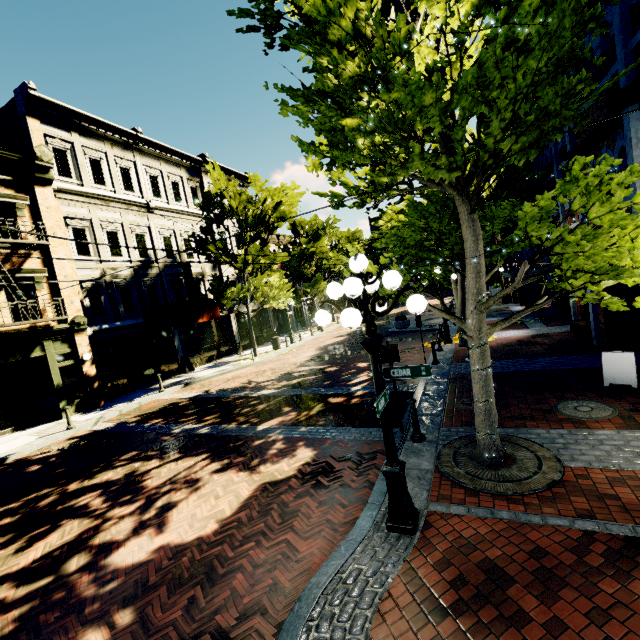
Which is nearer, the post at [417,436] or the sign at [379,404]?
the sign at [379,404]

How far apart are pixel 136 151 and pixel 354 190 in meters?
18.0 m

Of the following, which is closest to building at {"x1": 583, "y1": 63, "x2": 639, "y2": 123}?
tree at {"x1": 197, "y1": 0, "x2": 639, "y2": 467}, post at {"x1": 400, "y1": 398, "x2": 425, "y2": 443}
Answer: tree at {"x1": 197, "y1": 0, "x2": 639, "y2": 467}

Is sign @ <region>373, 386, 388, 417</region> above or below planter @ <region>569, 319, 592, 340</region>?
above

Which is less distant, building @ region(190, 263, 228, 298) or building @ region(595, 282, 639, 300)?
building @ region(595, 282, 639, 300)

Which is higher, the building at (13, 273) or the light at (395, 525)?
the building at (13, 273)

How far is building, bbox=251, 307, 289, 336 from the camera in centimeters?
2670cm

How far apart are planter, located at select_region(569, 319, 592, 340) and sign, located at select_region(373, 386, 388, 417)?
10.87m
